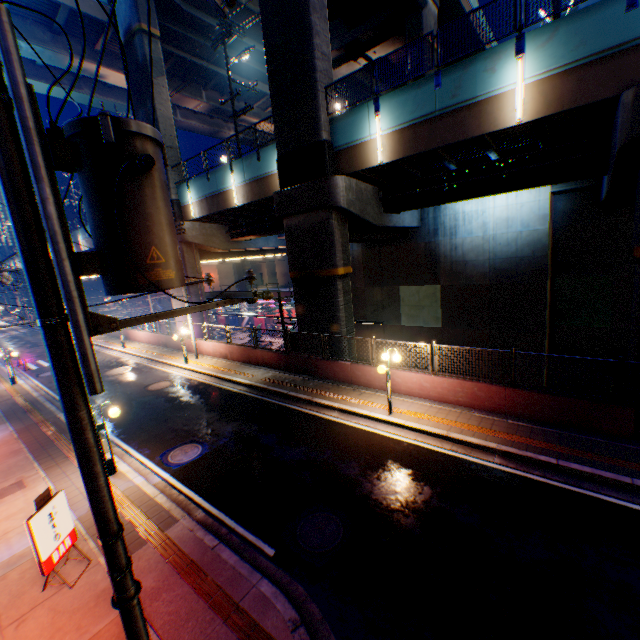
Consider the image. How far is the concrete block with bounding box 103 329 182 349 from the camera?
24.03m

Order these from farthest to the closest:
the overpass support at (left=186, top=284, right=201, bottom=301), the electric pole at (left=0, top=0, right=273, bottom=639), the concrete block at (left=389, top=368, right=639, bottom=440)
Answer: the overpass support at (left=186, top=284, right=201, bottom=301)
the concrete block at (left=389, top=368, right=639, bottom=440)
the electric pole at (left=0, top=0, right=273, bottom=639)

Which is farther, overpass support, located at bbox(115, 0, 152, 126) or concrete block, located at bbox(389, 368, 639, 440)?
overpass support, located at bbox(115, 0, 152, 126)

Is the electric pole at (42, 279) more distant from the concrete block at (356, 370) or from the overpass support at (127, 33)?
the overpass support at (127, 33)

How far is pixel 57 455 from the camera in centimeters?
1104cm

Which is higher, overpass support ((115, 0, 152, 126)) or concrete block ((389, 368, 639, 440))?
overpass support ((115, 0, 152, 126))

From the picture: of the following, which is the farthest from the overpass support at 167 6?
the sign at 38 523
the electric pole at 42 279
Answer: the sign at 38 523

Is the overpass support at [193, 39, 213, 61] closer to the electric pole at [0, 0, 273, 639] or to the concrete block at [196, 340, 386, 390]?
the concrete block at [196, 340, 386, 390]
